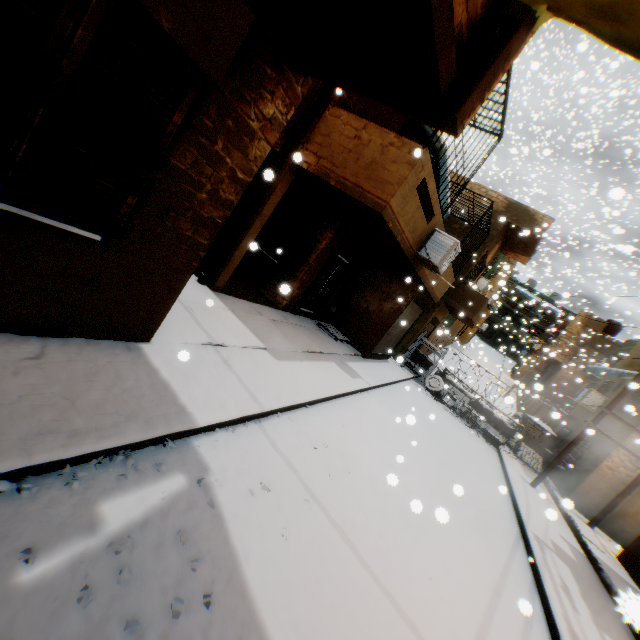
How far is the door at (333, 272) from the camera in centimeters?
1095cm

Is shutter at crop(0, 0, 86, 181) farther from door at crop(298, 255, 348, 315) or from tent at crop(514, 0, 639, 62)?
tent at crop(514, 0, 639, 62)

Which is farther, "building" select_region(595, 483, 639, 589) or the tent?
"building" select_region(595, 483, 639, 589)

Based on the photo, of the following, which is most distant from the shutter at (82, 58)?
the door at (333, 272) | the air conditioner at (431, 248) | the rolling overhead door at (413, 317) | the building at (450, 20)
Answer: the rolling overhead door at (413, 317)

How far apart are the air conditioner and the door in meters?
2.8 m

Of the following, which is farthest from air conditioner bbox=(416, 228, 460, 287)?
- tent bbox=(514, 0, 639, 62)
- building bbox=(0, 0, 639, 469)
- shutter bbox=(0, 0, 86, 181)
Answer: tent bbox=(514, 0, 639, 62)

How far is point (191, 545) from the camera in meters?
2.5

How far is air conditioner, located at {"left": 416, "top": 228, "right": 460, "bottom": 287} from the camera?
8.1m
